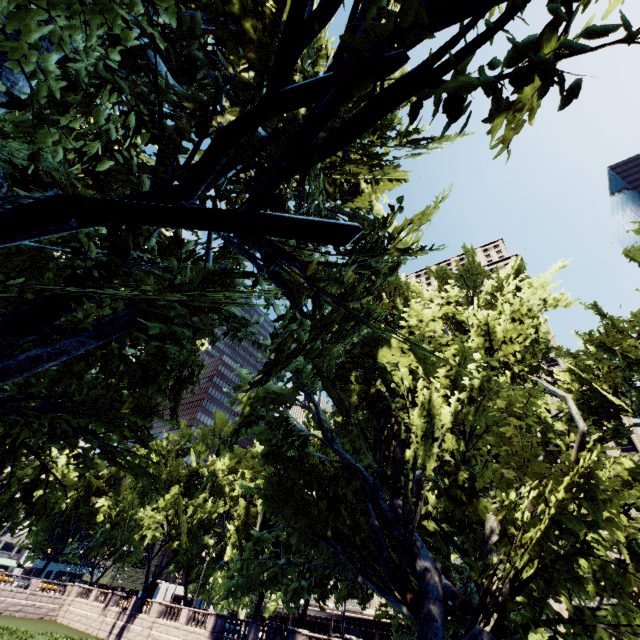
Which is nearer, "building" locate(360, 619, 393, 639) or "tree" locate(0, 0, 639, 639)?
"tree" locate(0, 0, 639, 639)

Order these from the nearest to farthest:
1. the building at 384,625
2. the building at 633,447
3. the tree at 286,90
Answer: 1. the tree at 286,90
2. the building at 633,447
3. the building at 384,625

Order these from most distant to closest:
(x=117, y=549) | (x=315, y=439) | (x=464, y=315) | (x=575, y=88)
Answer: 1. (x=117, y=549)
2. (x=315, y=439)
3. (x=464, y=315)
4. (x=575, y=88)

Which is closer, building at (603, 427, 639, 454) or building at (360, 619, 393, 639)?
building at (603, 427, 639, 454)

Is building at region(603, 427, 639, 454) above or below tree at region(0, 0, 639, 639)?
above

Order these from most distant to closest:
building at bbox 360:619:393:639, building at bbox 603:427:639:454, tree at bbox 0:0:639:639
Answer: building at bbox 360:619:393:639 < building at bbox 603:427:639:454 < tree at bbox 0:0:639:639

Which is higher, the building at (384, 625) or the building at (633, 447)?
the building at (633, 447)
